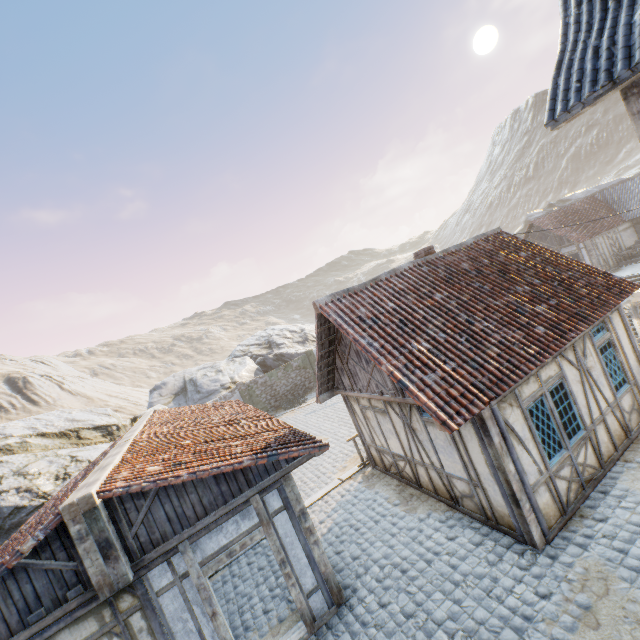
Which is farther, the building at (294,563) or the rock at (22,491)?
the rock at (22,491)

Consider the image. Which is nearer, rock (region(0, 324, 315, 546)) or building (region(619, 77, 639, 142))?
building (region(619, 77, 639, 142))

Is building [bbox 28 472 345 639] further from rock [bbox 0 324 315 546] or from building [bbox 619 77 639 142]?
building [bbox 619 77 639 142]

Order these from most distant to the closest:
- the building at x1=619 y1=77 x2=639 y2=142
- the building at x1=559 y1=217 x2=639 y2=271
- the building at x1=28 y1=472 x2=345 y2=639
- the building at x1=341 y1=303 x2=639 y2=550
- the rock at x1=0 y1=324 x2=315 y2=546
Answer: the building at x1=559 y1=217 x2=639 y2=271, the rock at x1=0 y1=324 x2=315 y2=546, the building at x1=341 y1=303 x2=639 y2=550, the building at x1=28 y1=472 x2=345 y2=639, the building at x1=619 y1=77 x2=639 y2=142

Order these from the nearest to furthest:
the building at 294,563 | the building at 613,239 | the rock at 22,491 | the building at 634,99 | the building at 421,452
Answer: the building at 634,99, the building at 294,563, the building at 421,452, the rock at 22,491, the building at 613,239

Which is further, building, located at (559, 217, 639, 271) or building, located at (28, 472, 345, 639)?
building, located at (559, 217, 639, 271)

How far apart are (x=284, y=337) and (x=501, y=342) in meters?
31.2

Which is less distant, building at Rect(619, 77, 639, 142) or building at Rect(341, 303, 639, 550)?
building at Rect(619, 77, 639, 142)
